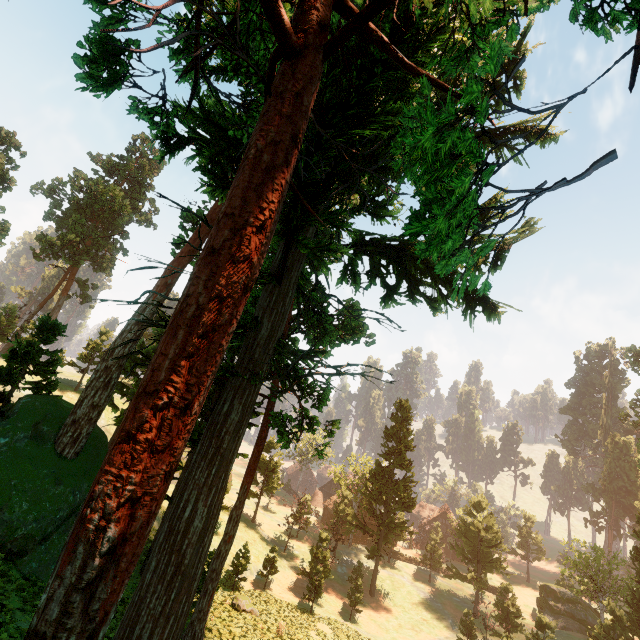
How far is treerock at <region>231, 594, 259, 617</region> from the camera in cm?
2232

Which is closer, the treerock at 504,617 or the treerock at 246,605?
the treerock at 246,605

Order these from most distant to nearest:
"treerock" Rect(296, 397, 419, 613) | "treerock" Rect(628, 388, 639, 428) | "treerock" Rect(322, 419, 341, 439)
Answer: "treerock" Rect(628, 388, 639, 428) < "treerock" Rect(296, 397, 419, 613) < "treerock" Rect(322, 419, 341, 439)

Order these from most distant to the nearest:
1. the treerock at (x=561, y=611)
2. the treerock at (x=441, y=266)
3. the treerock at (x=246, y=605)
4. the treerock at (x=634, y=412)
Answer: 1. the treerock at (x=634, y=412)
2. the treerock at (x=561, y=611)
3. the treerock at (x=246, y=605)
4. the treerock at (x=441, y=266)

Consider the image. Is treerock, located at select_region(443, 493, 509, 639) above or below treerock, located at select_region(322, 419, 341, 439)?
below

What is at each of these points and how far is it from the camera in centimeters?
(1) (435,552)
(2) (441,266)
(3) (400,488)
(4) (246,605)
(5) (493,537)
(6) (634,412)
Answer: (1) treerock, 4828cm
(2) treerock, 277cm
(3) treerock, 4134cm
(4) treerock, 2266cm
(5) treerock, 5856cm
(6) treerock, 4734cm
